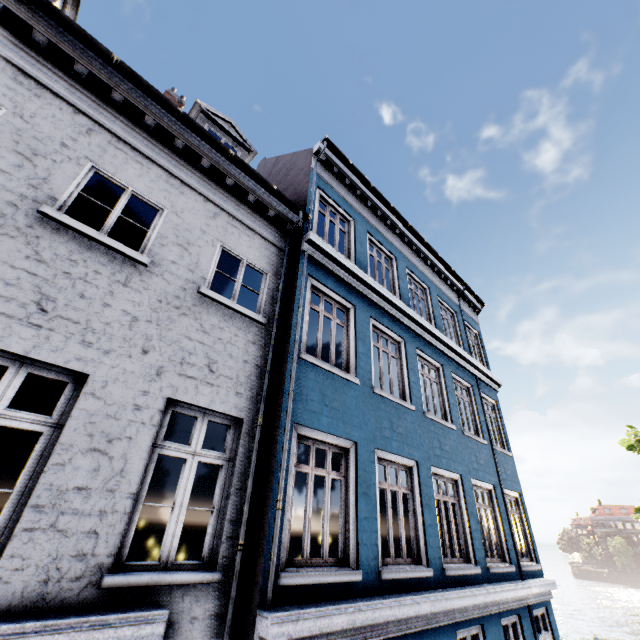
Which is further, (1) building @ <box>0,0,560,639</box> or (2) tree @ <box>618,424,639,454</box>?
(2) tree @ <box>618,424,639,454</box>

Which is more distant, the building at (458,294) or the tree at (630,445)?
the tree at (630,445)

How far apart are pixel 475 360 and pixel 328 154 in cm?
819
